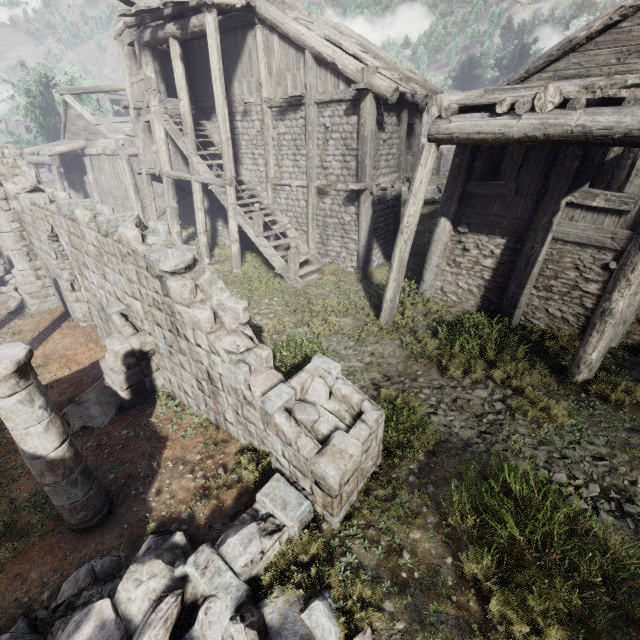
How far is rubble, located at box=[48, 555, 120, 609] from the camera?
4.2 meters

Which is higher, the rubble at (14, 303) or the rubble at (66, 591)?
Answer: the rubble at (66, 591)

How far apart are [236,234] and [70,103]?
15.7m

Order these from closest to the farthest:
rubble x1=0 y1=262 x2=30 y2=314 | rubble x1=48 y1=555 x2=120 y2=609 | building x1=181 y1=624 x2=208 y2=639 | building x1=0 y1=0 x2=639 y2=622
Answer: building x1=181 y1=624 x2=208 y2=639
rubble x1=48 y1=555 x2=120 y2=609
building x1=0 y1=0 x2=639 y2=622
rubble x1=0 y1=262 x2=30 y2=314

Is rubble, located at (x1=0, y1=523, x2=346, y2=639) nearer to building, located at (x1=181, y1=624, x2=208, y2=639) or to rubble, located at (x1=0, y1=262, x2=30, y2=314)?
building, located at (x1=181, y1=624, x2=208, y2=639)

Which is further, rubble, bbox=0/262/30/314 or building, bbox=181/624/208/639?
rubble, bbox=0/262/30/314

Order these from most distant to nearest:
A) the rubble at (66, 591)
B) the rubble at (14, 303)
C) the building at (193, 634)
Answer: the rubble at (14, 303) < the rubble at (66, 591) < the building at (193, 634)

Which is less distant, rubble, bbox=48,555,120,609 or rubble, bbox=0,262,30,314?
rubble, bbox=48,555,120,609
